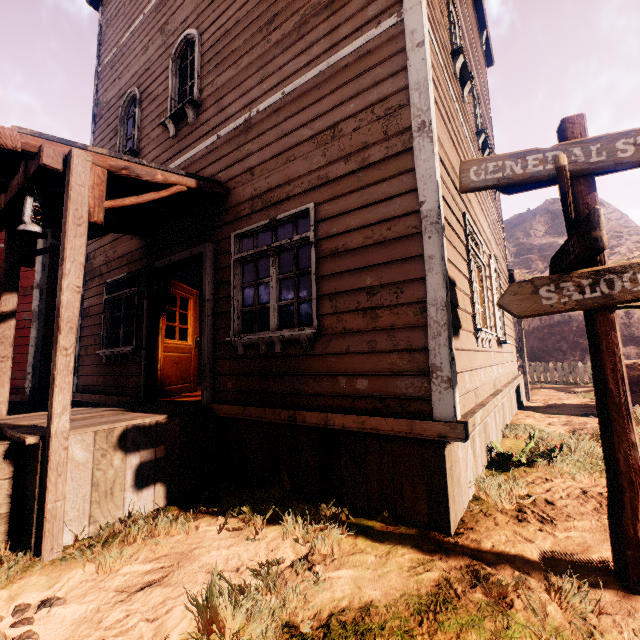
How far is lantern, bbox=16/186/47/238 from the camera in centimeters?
308cm

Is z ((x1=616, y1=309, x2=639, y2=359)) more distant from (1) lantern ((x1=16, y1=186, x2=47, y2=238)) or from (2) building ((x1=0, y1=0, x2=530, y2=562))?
(1) lantern ((x1=16, y1=186, x2=47, y2=238))

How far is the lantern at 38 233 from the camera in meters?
3.1

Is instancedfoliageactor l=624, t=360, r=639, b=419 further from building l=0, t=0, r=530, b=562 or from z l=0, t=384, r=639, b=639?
building l=0, t=0, r=530, b=562

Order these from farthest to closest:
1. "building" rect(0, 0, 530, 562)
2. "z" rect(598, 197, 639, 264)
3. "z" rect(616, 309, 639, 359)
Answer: "z" rect(598, 197, 639, 264) → "z" rect(616, 309, 639, 359) → "building" rect(0, 0, 530, 562)

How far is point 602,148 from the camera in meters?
2.2 m

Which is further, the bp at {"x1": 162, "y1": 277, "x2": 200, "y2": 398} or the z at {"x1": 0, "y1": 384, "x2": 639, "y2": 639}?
the bp at {"x1": 162, "y1": 277, "x2": 200, "y2": 398}

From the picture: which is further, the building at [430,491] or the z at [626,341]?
the z at [626,341]
